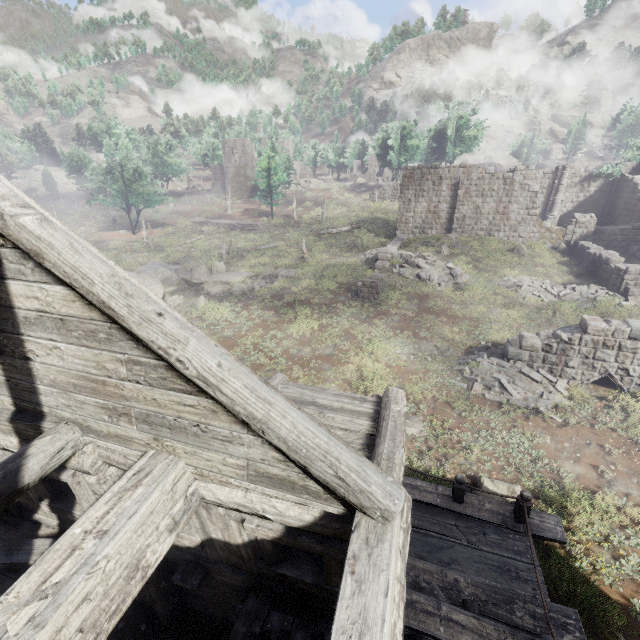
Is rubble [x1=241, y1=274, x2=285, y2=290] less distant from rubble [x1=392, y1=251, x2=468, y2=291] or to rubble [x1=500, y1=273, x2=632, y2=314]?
rubble [x1=392, y1=251, x2=468, y2=291]

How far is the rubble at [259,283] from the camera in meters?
21.6

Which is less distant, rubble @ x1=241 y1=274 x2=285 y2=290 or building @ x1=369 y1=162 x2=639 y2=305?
rubble @ x1=241 y1=274 x2=285 y2=290

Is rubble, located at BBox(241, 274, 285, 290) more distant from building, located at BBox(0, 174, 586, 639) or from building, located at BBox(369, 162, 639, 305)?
building, located at BBox(0, 174, 586, 639)

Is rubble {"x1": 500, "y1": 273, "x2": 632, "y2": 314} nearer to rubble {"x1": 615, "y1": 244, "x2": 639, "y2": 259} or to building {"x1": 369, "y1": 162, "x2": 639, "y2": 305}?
building {"x1": 369, "y1": 162, "x2": 639, "y2": 305}

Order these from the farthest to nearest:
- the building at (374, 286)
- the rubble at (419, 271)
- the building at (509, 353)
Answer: the rubble at (419, 271), the building at (374, 286), the building at (509, 353)

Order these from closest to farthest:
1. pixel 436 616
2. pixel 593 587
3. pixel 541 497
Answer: pixel 436 616 < pixel 593 587 < pixel 541 497

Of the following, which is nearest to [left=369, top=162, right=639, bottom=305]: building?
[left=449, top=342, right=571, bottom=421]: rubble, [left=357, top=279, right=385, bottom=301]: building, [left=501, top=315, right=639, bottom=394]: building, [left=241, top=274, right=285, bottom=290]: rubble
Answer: [left=357, top=279, right=385, bottom=301]: building
